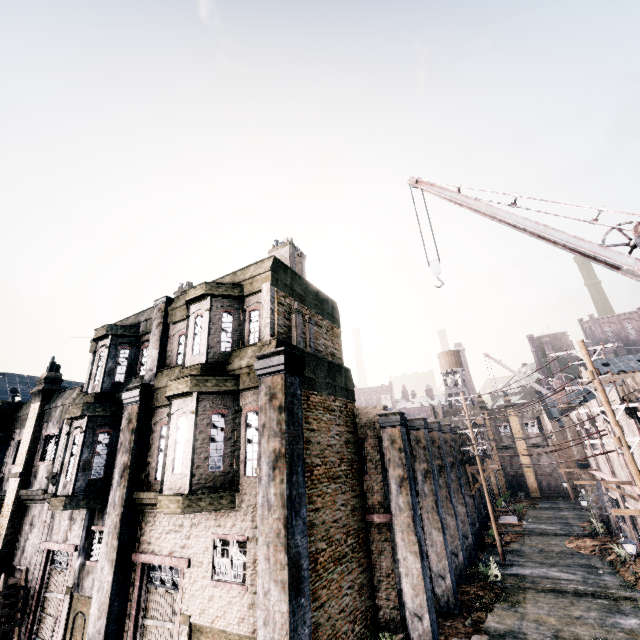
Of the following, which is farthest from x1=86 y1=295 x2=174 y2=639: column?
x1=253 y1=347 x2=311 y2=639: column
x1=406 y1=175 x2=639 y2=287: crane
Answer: x1=406 y1=175 x2=639 y2=287: crane

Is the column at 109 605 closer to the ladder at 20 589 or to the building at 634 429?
the ladder at 20 589

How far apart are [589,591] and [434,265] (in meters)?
17.72

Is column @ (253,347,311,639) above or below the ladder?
above

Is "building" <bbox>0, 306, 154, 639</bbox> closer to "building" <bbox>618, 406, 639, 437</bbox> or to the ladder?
the ladder

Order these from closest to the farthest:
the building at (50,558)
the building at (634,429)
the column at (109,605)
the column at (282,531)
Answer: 1. the column at (282,531)
2. the column at (109,605)
3. the building at (50,558)
4. the building at (634,429)

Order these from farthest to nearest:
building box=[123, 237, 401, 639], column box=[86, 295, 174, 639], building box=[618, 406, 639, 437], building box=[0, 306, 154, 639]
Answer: building box=[618, 406, 639, 437] < building box=[0, 306, 154, 639] < column box=[86, 295, 174, 639] < building box=[123, 237, 401, 639]

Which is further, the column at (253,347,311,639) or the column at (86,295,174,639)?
the column at (86,295,174,639)
